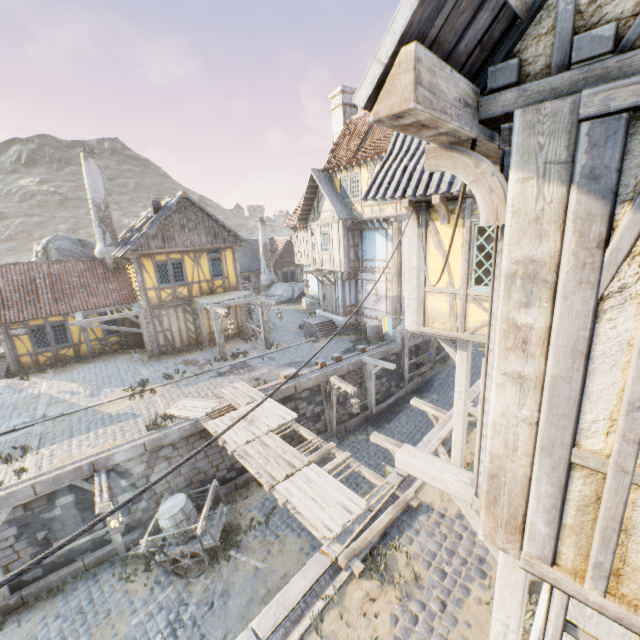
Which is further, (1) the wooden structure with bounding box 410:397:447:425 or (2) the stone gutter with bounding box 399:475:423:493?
(1) the wooden structure with bounding box 410:397:447:425

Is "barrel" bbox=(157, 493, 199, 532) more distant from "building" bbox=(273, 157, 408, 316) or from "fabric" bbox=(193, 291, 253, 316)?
"building" bbox=(273, 157, 408, 316)

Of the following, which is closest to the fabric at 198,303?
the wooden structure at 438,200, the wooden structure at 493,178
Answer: the wooden structure at 438,200

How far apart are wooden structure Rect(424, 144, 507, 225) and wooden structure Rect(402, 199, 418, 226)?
4.49m

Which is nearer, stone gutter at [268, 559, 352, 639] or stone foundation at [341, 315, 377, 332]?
stone gutter at [268, 559, 352, 639]

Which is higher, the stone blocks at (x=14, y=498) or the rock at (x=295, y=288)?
the rock at (x=295, y=288)

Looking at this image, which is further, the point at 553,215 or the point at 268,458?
the point at 268,458

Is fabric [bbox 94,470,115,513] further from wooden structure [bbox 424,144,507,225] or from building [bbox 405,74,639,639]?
wooden structure [bbox 424,144,507,225]
